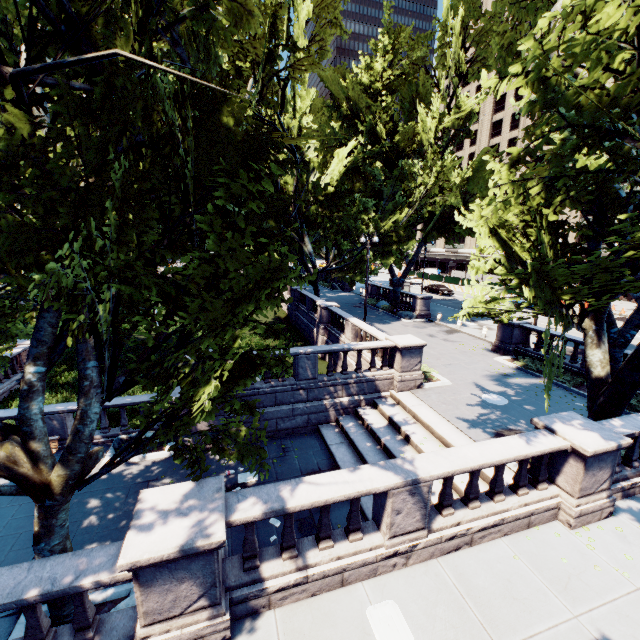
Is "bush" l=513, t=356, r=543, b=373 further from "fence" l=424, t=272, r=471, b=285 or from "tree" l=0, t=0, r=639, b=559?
"fence" l=424, t=272, r=471, b=285

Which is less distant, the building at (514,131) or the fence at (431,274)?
the fence at (431,274)

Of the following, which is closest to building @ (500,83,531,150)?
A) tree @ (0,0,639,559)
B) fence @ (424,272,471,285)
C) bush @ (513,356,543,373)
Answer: fence @ (424,272,471,285)

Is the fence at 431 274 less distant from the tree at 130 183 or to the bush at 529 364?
the tree at 130 183

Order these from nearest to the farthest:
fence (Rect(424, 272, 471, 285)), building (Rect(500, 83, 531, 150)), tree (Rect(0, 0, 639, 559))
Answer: tree (Rect(0, 0, 639, 559)) → fence (Rect(424, 272, 471, 285)) → building (Rect(500, 83, 531, 150))

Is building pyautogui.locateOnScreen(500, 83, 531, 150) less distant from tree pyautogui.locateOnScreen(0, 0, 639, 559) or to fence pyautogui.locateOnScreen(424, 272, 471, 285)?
fence pyautogui.locateOnScreen(424, 272, 471, 285)

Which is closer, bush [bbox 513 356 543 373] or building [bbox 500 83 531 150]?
bush [bbox 513 356 543 373]

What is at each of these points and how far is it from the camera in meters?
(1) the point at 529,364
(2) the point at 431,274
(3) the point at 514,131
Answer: (1) bush, 17.8
(2) fence, 56.7
(3) building, 57.2
